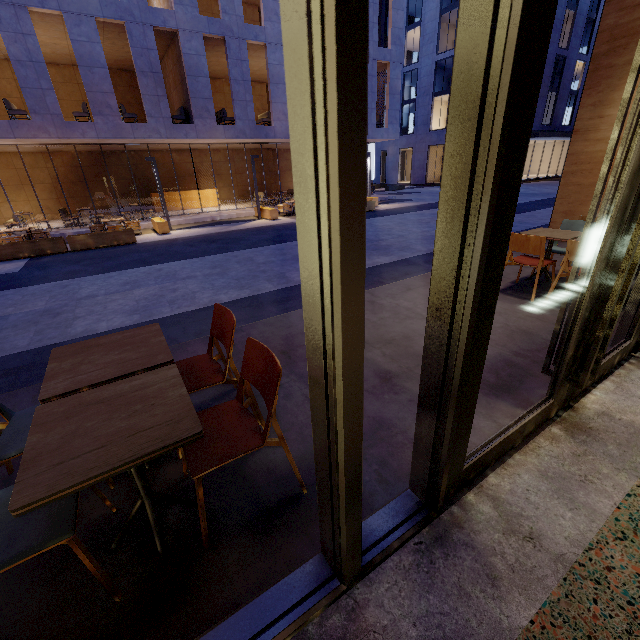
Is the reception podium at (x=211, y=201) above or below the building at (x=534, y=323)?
above

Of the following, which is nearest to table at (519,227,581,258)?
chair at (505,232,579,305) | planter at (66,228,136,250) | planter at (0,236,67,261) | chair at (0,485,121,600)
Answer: chair at (505,232,579,305)

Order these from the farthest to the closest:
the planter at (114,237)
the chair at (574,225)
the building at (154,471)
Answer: the planter at (114,237)
the chair at (574,225)
the building at (154,471)

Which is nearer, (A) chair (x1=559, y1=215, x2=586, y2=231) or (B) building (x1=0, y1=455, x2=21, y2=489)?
(B) building (x1=0, y1=455, x2=21, y2=489)

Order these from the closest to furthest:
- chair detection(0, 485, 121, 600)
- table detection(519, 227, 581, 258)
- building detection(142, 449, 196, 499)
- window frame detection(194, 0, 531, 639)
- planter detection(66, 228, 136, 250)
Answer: window frame detection(194, 0, 531, 639) → chair detection(0, 485, 121, 600) → building detection(142, 449, 196, 499) → table detection(519, 227, 581, 258) → planter detection(66, 228, 136, 250)

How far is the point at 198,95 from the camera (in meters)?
14.58

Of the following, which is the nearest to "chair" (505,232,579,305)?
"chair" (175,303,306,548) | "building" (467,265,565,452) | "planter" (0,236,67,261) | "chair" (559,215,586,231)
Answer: "building" (467,265,565,452)

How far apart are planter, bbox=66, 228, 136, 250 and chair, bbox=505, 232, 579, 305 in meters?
11.9
